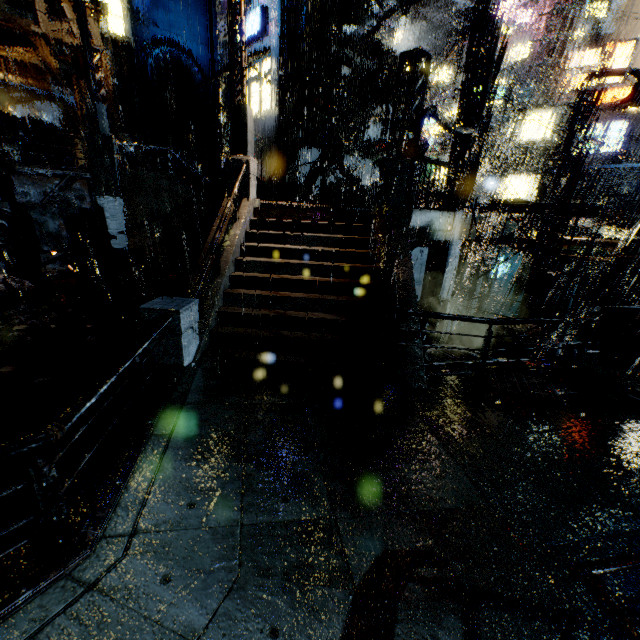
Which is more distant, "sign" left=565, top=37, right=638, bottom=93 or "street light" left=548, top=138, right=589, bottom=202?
"sign" left=565, top=37, right=638, bottom=93

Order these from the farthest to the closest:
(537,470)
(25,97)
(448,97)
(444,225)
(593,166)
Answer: (448,97), (593,166), (25,97), (444,225), (537,470)

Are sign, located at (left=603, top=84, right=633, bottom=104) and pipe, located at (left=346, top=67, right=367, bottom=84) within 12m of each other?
no

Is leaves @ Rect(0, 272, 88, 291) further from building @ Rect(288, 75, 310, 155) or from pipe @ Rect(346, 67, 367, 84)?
pipe @ Rect(346, 67, 367, 84)

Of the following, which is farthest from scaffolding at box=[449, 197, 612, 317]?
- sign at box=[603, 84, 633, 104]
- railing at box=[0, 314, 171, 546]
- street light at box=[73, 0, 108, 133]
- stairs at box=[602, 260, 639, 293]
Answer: sign at box=[603, 84, 633, 104]

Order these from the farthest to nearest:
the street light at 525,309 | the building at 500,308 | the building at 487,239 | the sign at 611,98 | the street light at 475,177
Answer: the sign at 611,98 < the building at 500,308 < the building at 487,239 < the street light at 525,309 < the street light at 475,177

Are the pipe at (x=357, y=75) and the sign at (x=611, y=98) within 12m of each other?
no

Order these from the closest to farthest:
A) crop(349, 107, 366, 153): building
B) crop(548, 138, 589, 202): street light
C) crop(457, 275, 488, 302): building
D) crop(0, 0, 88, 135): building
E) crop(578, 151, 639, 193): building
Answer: crop(0, 0, 88, 135): building < crop(548, 138, 589, 202): street light < crop(349, 107, 366, 153): building < crop(457, 275, 488, 302): building < crop(578, 151, 639, 193): building
